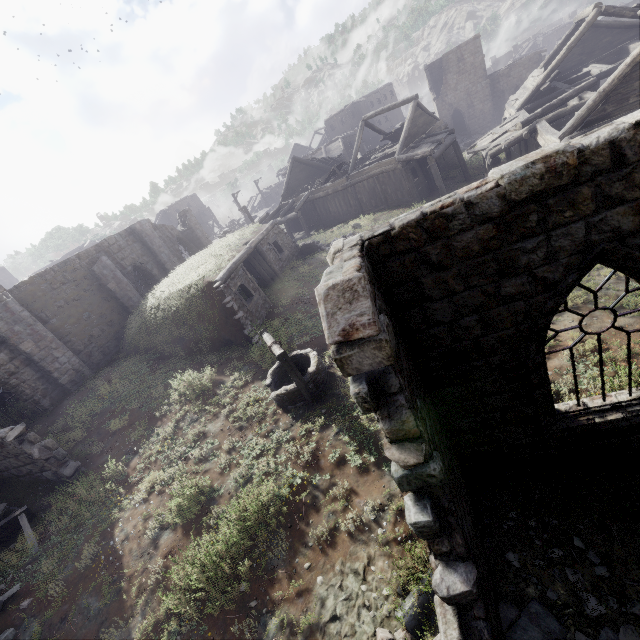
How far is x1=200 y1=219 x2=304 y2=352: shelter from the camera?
13.1 meters

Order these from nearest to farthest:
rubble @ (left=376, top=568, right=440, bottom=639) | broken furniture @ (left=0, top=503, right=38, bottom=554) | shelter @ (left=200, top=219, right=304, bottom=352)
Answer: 1. rubble @ (left=376, top=568, right=440, bottom=639)
2. broken furniture @ (left=0, top=503, right=38, bottom=554)
3. shelter @ (left=200, top=219, right=304, bottom=352)

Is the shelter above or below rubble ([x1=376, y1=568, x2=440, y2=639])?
above

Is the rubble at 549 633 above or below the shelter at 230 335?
below

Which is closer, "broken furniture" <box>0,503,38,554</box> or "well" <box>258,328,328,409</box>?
"broken furniture" <box>0,503,38,554</box>

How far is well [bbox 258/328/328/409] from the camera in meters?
9.1 m

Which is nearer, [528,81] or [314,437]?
[314,437]

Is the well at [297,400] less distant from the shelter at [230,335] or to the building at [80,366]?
the shelter at [230,335]
